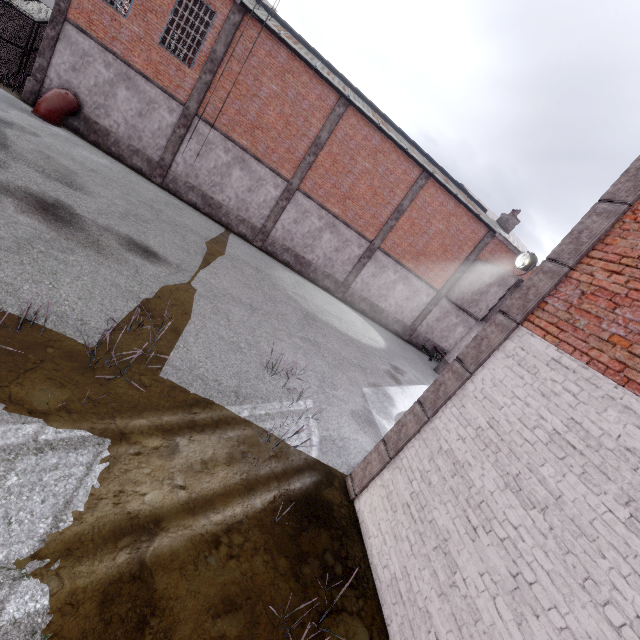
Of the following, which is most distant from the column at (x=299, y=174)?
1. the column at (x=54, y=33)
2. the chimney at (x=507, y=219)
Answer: the chimney at (x=507, y=219)

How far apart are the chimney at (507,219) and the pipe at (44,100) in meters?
25.5 m

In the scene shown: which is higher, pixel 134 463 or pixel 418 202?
pixel 418 202

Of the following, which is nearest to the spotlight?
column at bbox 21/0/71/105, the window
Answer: the window

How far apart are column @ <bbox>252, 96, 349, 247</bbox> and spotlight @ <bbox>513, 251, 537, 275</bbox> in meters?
12.2 m

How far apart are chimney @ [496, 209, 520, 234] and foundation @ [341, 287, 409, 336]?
9.46m

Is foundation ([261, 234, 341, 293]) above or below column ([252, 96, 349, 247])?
below

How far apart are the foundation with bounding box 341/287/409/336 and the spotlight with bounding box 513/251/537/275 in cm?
728
